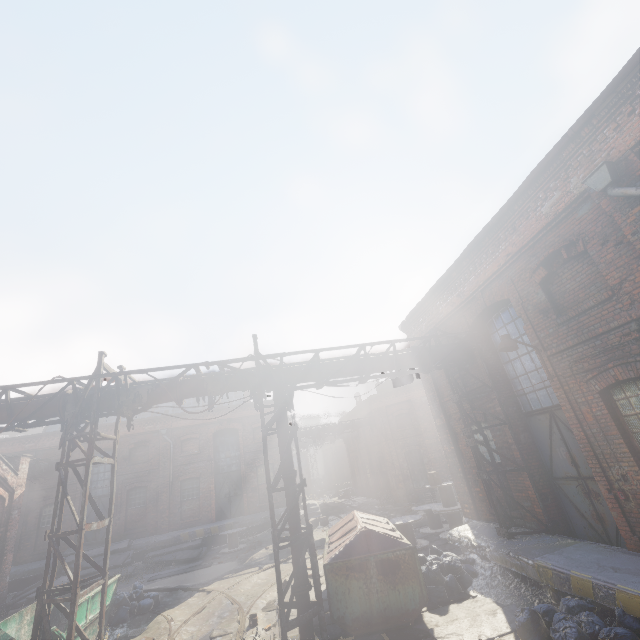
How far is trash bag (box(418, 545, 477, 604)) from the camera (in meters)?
8.00

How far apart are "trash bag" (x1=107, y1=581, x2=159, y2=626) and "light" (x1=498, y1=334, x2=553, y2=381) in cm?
1388

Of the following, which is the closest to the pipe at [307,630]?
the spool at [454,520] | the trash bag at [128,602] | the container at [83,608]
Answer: the container at [83,608]

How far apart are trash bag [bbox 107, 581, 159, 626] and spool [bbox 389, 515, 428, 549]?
8.6 meters

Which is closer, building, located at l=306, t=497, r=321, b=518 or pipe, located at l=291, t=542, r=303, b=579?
pipe, located at l=291, t=542, r=303, b=579

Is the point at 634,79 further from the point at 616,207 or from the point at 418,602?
the point at 418,602

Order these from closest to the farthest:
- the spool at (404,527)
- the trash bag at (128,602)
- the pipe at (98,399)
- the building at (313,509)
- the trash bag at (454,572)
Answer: the pipe at (98,399)
the trash bag at (454,572)
the trash bag at (128,602)
the spool at (404,527)
the building at (313,509)

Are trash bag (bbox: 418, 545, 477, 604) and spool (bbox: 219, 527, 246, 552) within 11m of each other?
no
